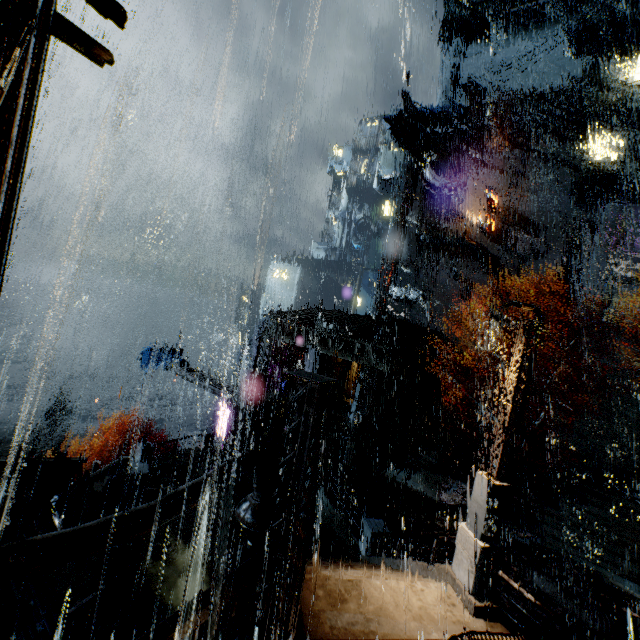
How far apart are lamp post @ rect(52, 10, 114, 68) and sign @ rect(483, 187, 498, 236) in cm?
4126

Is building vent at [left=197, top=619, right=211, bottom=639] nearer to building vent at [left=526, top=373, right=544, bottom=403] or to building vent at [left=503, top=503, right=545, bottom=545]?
building vent at [left=503, top=503, right=545, bottom=545]

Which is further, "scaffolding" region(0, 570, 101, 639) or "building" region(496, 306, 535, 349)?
"building" region(496, 306, 535, 349)

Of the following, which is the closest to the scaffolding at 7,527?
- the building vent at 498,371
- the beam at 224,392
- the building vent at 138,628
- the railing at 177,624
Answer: the building vent at 138,628

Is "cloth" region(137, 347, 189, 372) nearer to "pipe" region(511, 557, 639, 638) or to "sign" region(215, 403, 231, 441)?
"sign" region(215, 403, 231, 441)

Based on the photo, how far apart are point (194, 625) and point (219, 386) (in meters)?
20.63

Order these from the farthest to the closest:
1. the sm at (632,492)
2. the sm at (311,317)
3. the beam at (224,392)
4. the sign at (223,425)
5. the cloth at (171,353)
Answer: the sign at (223,425) → the cloth at (171,353) → the beam at (224,392) → the sm at (311,317) → the sm at (632,492)

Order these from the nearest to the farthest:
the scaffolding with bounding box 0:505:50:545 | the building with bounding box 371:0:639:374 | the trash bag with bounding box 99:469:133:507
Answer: the scaffolding with bounding box 0:505:50:545, the trash bag with bounding box 99:469:133:507, the building with bounding box 371:0:639:374
